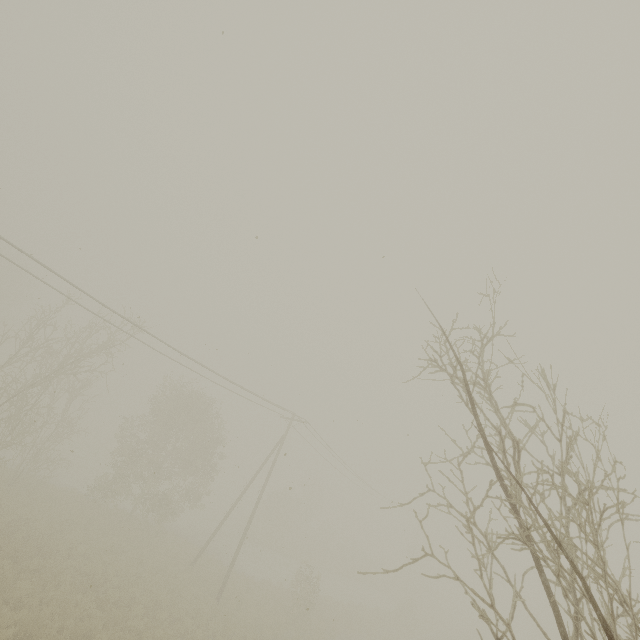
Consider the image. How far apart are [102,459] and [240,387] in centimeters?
3834cm
